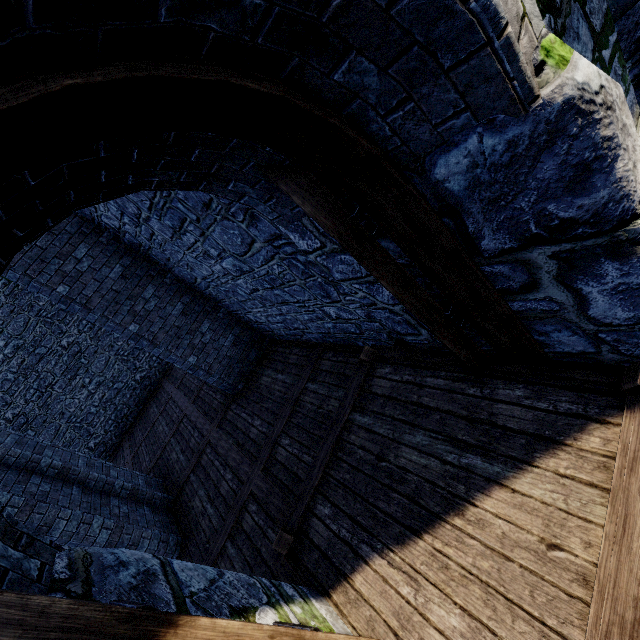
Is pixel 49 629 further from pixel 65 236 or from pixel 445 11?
pixel 65 236

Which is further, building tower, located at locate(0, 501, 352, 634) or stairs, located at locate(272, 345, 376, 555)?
stairs, located at locate(272, 345, 376, 555)

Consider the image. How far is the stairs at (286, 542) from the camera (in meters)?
3.74

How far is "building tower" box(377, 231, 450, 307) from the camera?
2.4 meters

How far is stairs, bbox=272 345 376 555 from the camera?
3.74m

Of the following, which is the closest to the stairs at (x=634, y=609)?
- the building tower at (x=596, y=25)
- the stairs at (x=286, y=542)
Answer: the building tower at (x=596, y=25)

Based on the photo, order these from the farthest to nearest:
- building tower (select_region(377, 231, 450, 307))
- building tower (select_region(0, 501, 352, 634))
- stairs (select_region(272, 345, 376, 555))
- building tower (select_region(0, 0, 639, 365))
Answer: stairs (select_region(272, 345, 376, 555)) < building tower (select_region(377, 231, 450, 307)) < building tower (select_region(0, 501, 352, 634)) < building tower (select_region(0, 0, 639, 365))

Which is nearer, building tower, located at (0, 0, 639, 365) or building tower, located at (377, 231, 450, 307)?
building tower, located at (0, 0, 639, 365)
